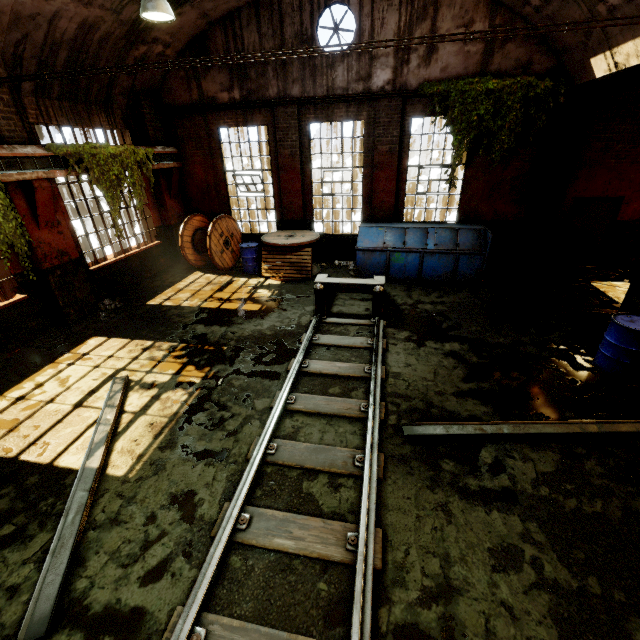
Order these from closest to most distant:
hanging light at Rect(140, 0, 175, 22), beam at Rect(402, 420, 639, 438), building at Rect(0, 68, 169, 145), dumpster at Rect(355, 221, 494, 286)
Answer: beam at Rect(402, 420, 639, 438), hanging light at Rect(140, 0, 175, 22), building at Rect(0, 68, 169, 145), dumpster at Rect(355, 221, 494, 286)

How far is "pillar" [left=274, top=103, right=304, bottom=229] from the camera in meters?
10.0

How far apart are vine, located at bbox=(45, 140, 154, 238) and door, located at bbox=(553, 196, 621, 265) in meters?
13.0 m

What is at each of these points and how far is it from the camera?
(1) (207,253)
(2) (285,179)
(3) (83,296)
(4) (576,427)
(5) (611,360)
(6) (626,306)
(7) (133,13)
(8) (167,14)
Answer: (1) cable drum, 12.1m
(2) pillar, 10.9m
(3) building, 8.4m
(4) beam, 4.6m
(5) barrel, 5.6m
(6) pillar, 6.3m
(7) building, 7.7m
(8) hanging light, 5.5m

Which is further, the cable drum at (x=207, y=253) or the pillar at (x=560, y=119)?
the cable drum at (x=207, y=253)

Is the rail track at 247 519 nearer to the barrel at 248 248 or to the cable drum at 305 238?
the cable drum at 305 238

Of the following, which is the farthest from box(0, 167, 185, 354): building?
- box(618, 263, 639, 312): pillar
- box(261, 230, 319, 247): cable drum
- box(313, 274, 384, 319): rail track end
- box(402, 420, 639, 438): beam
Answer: box(313, 274, 384, 319): rail track end

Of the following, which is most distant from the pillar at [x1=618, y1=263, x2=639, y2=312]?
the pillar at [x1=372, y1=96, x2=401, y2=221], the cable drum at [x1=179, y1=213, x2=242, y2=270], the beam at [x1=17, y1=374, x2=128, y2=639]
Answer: the cable drum at [x1=179, y1=213, x2=242, y2=270]
